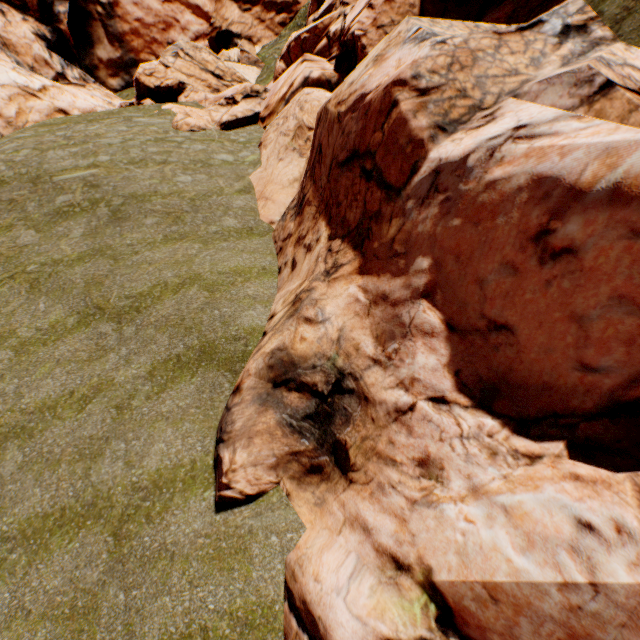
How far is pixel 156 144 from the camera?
17.56m
